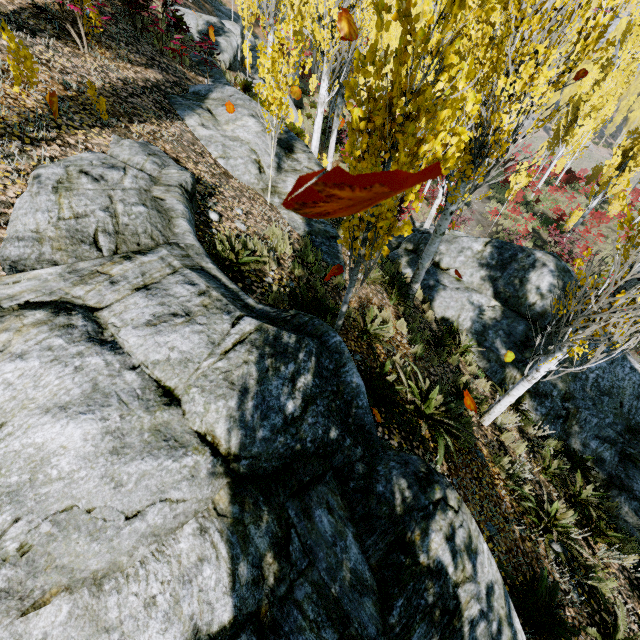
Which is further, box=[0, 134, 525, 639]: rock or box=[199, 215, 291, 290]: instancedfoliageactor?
box=[199, 215, 291, 290]: instancedfoliageactor

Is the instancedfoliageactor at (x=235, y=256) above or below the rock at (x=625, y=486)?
above

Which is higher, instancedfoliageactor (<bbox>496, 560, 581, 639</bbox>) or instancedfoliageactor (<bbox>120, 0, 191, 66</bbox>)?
instancedfoliageactor (<bbox>120, 0, 191, 66</bbox>)

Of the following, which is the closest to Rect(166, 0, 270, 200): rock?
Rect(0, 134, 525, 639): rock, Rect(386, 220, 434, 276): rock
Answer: Rect(0, 134, 525, 639): rock

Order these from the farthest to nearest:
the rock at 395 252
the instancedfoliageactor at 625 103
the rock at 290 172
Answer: the instancedfoliageactor at 625 103 → the rock at 395 252 → the rock at 290 172

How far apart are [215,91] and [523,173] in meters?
19.7

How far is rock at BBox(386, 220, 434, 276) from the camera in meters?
11.1

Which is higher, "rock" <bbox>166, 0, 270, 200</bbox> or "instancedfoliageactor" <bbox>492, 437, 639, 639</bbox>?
"rock" <bbox>166, 0, 270, 200</bbox>
